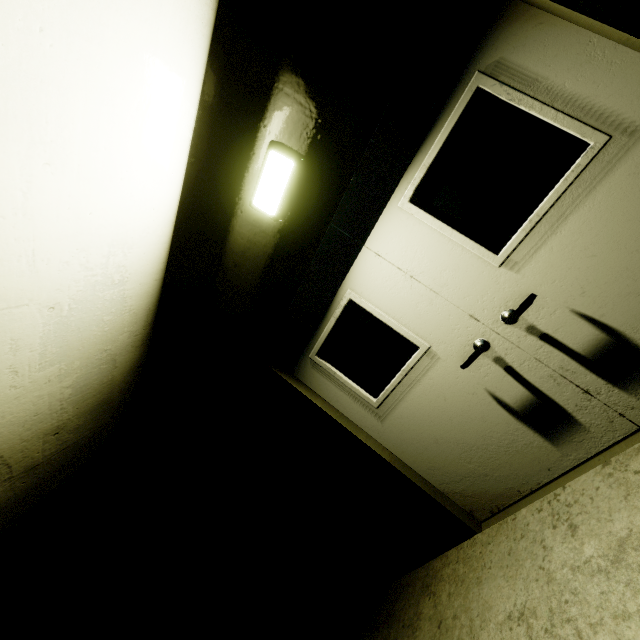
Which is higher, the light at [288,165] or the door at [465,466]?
the light at [288,165]

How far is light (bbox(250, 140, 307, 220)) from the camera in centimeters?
220cm

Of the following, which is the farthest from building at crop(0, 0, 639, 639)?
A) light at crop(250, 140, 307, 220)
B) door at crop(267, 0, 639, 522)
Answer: light at crop(250, 140, 307, 220)

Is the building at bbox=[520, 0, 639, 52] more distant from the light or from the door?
the light

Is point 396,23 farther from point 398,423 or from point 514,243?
point 398,423

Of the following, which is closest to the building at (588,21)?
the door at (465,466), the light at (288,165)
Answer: the door at (465,466)

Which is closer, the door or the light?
the door
